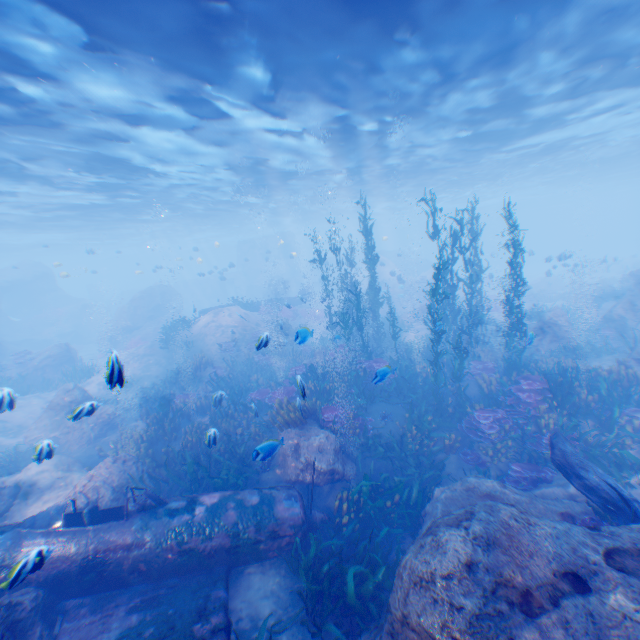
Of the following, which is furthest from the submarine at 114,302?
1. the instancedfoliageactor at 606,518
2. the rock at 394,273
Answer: the instancedfoliageactor at 606,518

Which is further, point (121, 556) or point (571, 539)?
point (121, 556)

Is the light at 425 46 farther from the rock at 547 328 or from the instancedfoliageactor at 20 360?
the instancedfoliageactor at 20 360

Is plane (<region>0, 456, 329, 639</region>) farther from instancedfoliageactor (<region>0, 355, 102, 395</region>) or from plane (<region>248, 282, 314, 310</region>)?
plane (<region>248, 282, 314, 310</region>)

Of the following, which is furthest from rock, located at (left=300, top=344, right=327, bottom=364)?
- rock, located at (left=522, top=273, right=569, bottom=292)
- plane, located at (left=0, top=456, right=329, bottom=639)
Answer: rock, located at (left=522, top=273, right=569, bottom=292)

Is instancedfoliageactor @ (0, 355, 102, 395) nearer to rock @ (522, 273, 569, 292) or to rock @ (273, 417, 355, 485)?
rock @ (273, 417, 355, 485)

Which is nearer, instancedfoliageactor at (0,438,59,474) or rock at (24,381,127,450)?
instancedfoliageactor at (0,438,59,474)

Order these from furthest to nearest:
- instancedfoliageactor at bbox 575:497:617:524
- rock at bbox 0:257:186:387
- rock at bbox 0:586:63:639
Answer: rock at bbox 0:257:186:387 → instancedfoliageactor at bbox 575:497:617:524 → rock at bbox 0:586:63:639
